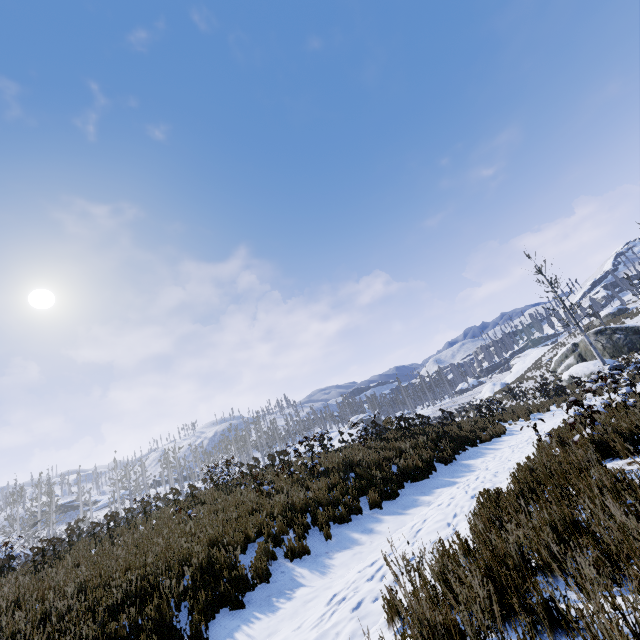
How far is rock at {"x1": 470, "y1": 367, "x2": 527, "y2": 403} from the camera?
44.5m

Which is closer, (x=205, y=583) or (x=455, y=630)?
(x=455, y=630)

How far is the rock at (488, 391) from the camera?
44.5 meters

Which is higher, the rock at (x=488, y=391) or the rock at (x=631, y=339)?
the rock at (x=488, y=391)

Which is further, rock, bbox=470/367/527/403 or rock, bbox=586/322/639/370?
rock, bbox=470/367/527/403

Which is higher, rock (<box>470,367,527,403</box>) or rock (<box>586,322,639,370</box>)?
rock (<box>470,367,527,403</box>)
